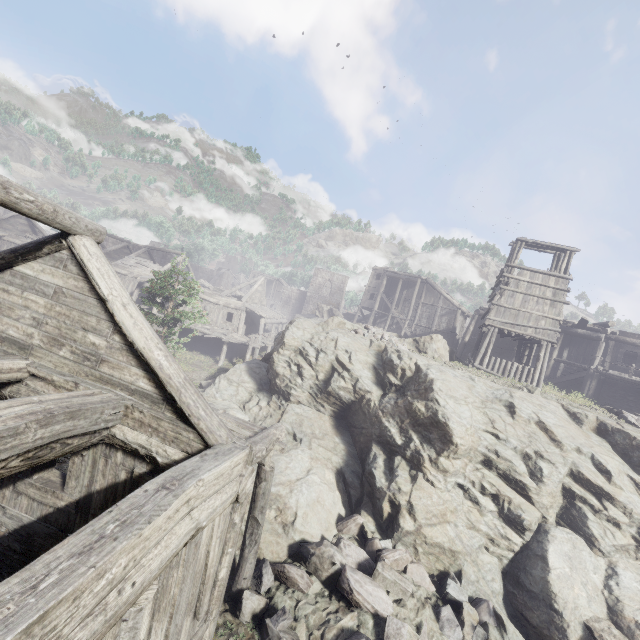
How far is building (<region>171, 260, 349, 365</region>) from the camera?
29.1m

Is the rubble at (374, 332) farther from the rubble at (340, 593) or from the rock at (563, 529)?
the rubble at (340, 593)

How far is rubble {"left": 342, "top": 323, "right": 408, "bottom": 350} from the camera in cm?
1658

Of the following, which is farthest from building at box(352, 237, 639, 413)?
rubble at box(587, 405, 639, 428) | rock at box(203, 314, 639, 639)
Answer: rubble at box(587, 405, 639, 428)

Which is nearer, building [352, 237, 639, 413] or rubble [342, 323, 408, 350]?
rubble [342, 323, 408, 350]

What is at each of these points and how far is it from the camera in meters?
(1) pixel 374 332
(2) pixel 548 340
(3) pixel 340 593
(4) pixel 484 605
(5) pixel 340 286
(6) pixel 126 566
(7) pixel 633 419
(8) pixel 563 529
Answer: (1) rubble, 18.0
(2) building, 17.9
(3) rubble, 7.7
(4) rubble, 8.4
(5) building, 55.0
(6) building, 2.8
(7) rubble, 14.1
(8) rock, 10.2

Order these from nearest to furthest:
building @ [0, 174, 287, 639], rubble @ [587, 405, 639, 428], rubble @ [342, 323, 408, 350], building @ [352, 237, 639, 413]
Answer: building @ [0, 174, 287, 639] → rubble @ [587, 405, 639, 428] → rubble @ [342, 323, 408, 350] → building @ [352, 237, 639, 413]

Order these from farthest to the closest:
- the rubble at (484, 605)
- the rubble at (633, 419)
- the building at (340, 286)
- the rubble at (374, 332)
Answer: the building at (340, 286) → the rubble at (374, 332) → the rubble at (633, 419) → the rubble at (484, 605)
